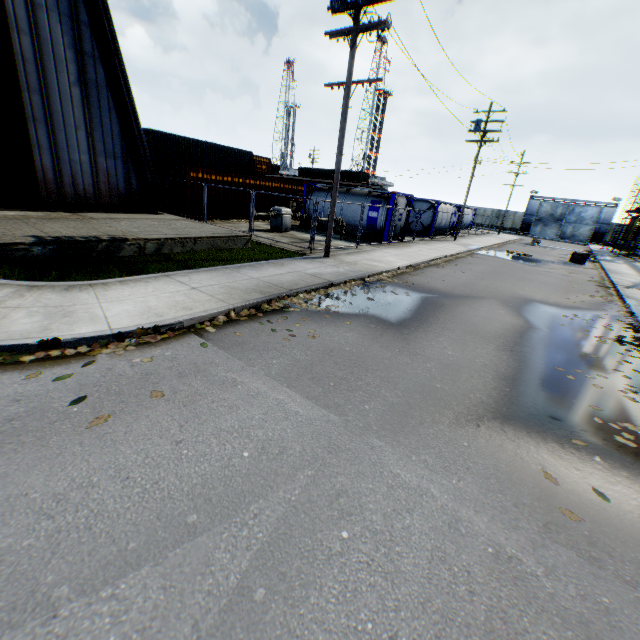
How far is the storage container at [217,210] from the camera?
19.7m

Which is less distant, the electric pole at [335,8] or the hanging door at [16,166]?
the electric pole at [335,8]

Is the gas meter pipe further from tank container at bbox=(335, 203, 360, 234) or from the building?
the building

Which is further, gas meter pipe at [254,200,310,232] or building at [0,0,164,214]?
gas meter pipe at [254,200,310,232]

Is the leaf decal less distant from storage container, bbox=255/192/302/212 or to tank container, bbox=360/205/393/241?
storage container, bbox=255/192/302/212

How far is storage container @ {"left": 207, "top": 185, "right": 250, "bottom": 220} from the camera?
19.73m

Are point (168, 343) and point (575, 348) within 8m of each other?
no

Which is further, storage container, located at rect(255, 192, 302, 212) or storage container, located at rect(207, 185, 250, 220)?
storage container, located at rect(255, 192, 302, 212)
